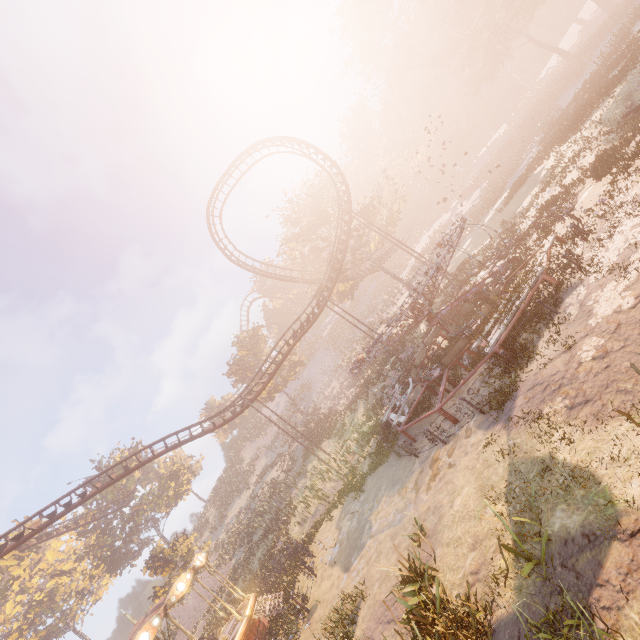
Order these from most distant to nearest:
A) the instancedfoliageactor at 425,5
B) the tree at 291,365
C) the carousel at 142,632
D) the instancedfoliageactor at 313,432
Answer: the tree at 291,365 < the instancedfoliageactor at 425,5 < the instancedfoliageactor at 313,432 < the carousel at 142,632

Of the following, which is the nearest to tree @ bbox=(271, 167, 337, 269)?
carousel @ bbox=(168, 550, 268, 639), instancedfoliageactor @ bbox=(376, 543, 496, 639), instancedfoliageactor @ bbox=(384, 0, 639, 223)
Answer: instancedfoliageactor @ bbox=(384, 0, 639, 223)

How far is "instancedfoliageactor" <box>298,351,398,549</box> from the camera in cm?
1831

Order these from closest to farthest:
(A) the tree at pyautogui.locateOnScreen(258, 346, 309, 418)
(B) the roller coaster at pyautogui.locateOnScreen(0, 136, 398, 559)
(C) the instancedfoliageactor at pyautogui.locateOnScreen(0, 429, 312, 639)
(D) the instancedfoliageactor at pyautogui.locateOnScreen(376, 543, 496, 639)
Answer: (D) the instancedfoliageactor at pyautogui.locateOnScreen(376, 543, 496, 639) < (B) the roller coaster at pyautogui.locateOnScreen(0, 136, 398, 559) < (C) the instancedfoliageactor at pyautogui.locateOnScreen(0, 429, 312, 639) < (A) the tree at pyautogui.locateOnScreen(258, 346, 309, 418)

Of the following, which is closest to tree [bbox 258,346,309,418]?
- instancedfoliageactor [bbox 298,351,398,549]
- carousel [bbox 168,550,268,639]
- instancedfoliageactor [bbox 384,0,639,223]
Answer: instancedfoliageactor [bbox 384,0,639,223]

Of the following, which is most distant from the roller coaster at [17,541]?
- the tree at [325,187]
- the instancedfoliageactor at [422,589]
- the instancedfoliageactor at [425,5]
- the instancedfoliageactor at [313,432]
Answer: the instancedfoliageactor at [422,589]

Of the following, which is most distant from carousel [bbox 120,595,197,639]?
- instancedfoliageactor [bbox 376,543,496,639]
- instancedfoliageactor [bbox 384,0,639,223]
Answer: instancedfoliageactor [bbox 384,0,639,223]

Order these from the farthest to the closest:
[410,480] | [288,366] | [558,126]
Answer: [288,366]
[558,126]
[410,480]
